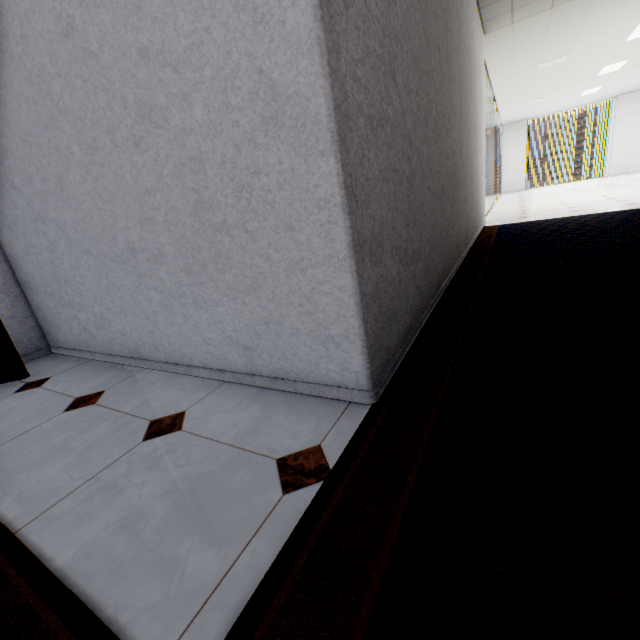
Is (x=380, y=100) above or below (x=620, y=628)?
above
